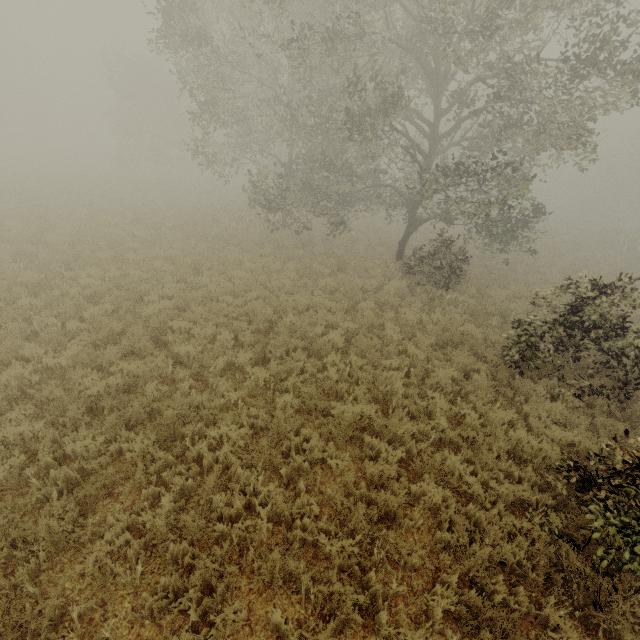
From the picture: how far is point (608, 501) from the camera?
4.2 meters
